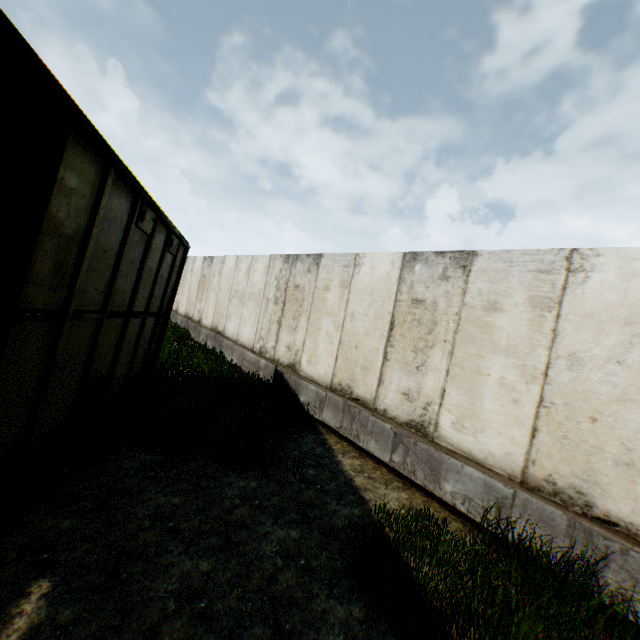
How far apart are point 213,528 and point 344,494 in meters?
1.9 m
